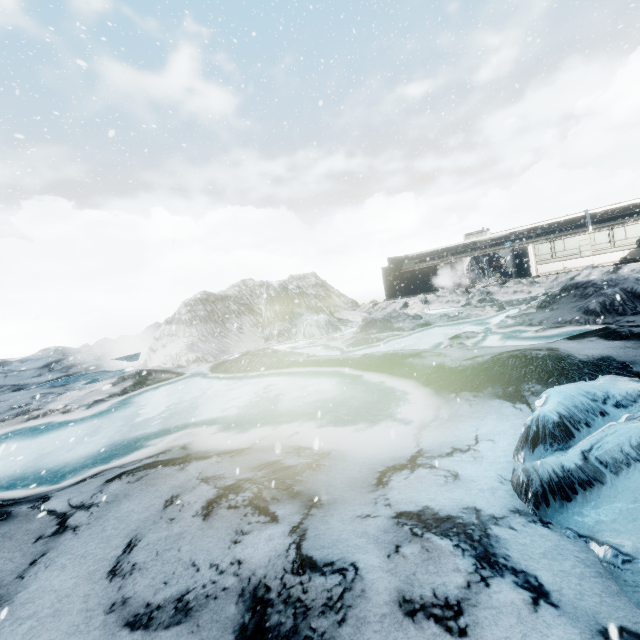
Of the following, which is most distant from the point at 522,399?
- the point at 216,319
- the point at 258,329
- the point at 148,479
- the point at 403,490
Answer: the point at 216,319
